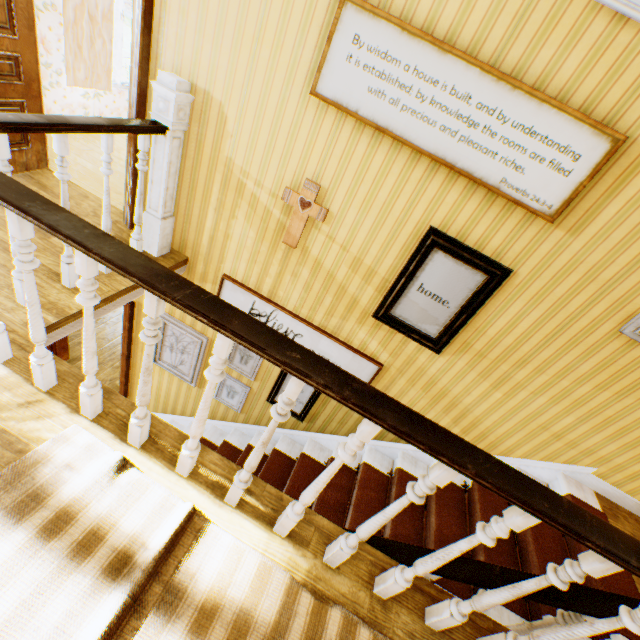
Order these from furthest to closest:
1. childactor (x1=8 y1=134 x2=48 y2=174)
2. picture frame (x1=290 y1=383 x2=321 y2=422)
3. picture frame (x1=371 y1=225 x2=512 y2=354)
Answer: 1. picture frame (x1=290 y1=383 x2=321 y2=422)
2. childactor (x1=8 y1=134 x2=48 y2=174)
3. picture frame (x1=371 y1=225 x2=512 y2=354)

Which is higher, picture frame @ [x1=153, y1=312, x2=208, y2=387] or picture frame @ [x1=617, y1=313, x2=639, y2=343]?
picture frame @ [x1=617, y1=313, x2=639, y2=343]

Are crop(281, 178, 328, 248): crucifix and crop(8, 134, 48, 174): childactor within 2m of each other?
no

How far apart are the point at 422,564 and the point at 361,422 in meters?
0.9 m

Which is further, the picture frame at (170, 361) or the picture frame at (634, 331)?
the picture frame at (170, 361)

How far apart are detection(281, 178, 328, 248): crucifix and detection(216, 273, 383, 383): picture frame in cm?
69

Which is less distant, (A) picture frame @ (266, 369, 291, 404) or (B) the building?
(B) the building

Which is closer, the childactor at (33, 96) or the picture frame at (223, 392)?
the childactor at (33, 96)
